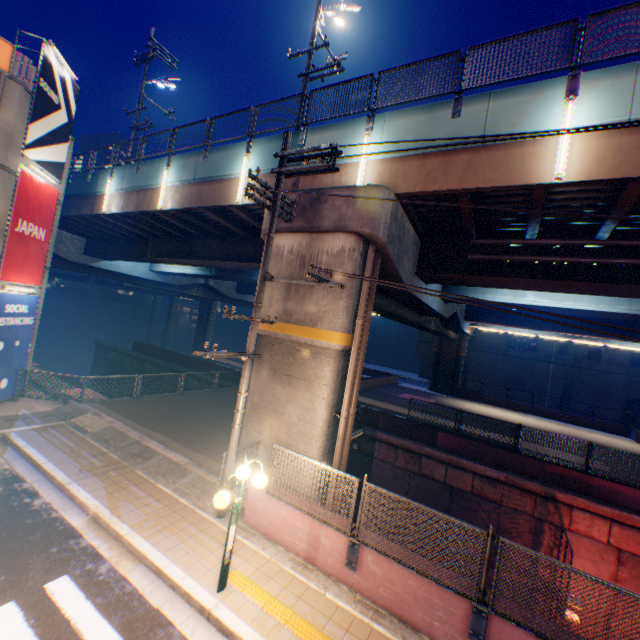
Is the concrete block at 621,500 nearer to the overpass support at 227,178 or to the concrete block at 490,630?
the overpass support at 227,178

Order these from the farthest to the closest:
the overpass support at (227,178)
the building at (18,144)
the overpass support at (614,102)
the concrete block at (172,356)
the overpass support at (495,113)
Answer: the concrete block at (172,356) → the overpass support at (227,178) → the building at (18,144) → the overpass support at (495,113) → the overpass support at (614,102)

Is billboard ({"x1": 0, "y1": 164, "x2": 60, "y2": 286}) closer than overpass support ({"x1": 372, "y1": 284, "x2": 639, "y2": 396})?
Yes

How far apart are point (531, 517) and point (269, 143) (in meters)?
18.58

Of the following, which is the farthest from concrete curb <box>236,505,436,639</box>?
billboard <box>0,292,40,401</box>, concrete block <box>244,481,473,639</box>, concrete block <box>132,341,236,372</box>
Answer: concrete block <box>132,341,236,372</box>

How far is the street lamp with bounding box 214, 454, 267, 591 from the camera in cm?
563

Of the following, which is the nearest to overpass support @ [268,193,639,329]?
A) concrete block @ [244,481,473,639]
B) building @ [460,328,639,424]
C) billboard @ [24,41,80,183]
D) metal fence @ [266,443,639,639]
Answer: metal fence @ [266,443,639,639]

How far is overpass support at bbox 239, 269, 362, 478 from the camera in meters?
9.0
